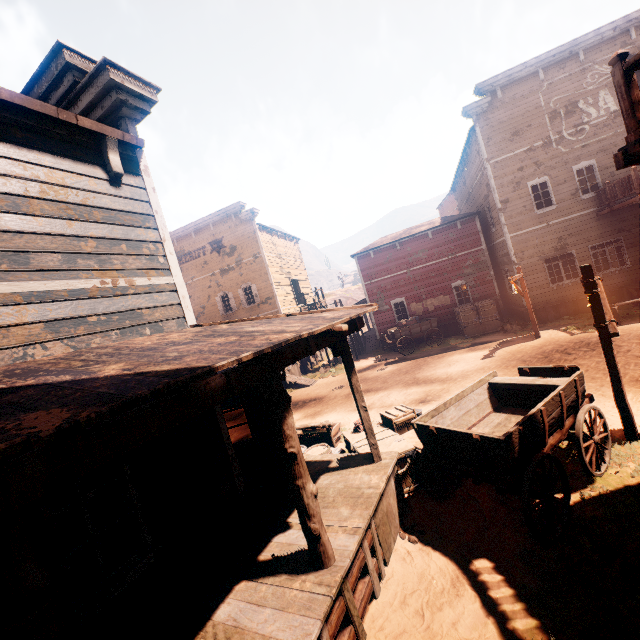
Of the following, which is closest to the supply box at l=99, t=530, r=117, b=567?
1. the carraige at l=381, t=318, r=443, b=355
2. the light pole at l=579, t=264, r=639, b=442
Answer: the light pole at l=579, t=264, r=639, b=442

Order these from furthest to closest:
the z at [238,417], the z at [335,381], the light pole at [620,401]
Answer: the z at [238,417], the z at [335,381], the light pole at [620,401]

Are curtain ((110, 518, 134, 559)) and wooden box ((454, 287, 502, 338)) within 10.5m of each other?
no

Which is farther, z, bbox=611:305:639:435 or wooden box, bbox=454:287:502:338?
wooden box, bbox=454:287:502:338

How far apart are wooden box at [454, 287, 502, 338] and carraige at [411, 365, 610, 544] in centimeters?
1194cm

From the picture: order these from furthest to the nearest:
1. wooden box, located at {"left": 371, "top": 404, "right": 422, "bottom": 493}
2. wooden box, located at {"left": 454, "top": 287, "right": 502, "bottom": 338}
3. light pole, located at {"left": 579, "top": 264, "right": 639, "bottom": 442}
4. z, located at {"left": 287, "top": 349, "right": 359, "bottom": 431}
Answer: wooden box, located at {"left": 454, "top": 287, "right": 502, "bottom": 338} → z, located at {"left": 287, "top": 349, "right": 359, "bottom": 431} → wooden box, located at {"left": 371, "top": 404, "right": 422, "bottom": 493} → light pole, located at {"left": 579, "top": 264, "right": 639, "bottom": 442}

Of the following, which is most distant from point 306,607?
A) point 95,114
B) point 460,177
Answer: point 460,177

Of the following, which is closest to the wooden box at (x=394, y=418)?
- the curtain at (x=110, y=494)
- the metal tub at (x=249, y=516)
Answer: the metal tub at (x=249, y=516)
